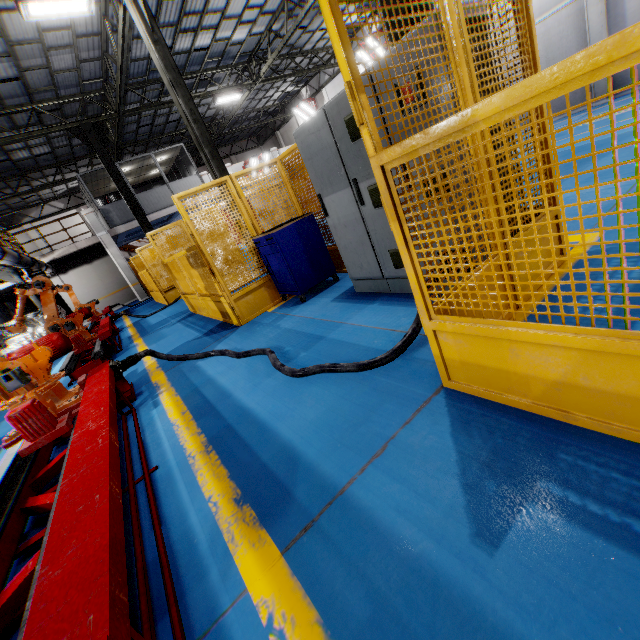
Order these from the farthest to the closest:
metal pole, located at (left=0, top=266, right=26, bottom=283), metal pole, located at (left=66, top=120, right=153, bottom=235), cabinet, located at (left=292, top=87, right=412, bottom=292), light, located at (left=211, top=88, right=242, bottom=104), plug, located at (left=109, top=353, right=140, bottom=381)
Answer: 1. light, located at (left=211, top=88, right=242, bottom=104)
2. metal pole, located at (left=66, top=120, right=153, bottom=235)
3. metal pole, located at (left=0, top=266, right=26, bottom=283)
4. plug, located at (left=109, top=353, right=140, bottom=381)
5. cabinet, located at (left=292, top=87, right=412, bottom=292)

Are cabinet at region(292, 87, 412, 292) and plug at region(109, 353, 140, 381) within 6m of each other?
yes

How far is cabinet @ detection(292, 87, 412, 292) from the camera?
3.3 meters

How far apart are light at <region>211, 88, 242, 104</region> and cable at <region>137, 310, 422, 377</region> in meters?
17.4

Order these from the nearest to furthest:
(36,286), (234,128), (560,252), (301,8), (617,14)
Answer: (560,252) < (36,286) < (617,14) < (301,8) < (234,128)

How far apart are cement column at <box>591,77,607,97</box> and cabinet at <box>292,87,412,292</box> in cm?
1614

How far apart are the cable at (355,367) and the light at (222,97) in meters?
17.4

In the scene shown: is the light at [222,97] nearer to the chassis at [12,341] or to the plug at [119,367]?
the chassis at [12,341]
